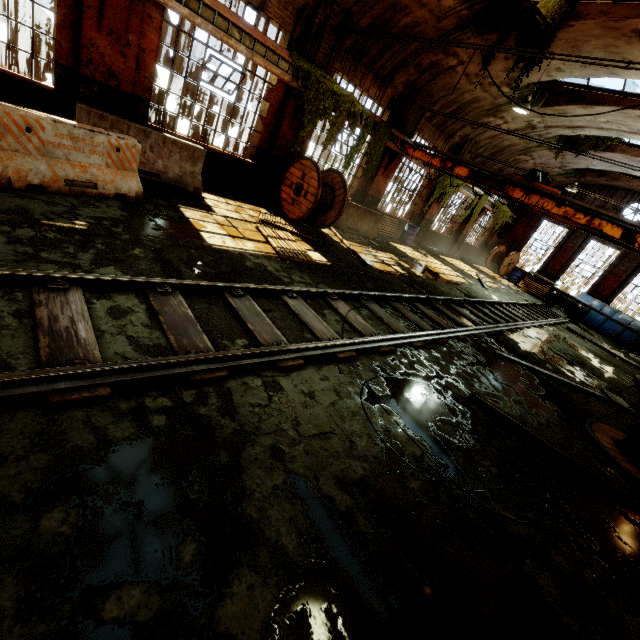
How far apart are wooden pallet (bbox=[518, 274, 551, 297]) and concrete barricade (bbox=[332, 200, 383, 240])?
14.0m

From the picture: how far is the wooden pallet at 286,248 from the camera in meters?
7.0 m

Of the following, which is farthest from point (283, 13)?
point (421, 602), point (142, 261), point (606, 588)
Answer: point (606, 588)

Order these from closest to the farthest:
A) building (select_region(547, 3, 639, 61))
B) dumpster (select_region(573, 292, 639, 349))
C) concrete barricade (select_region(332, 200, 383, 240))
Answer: building (select_region(547, 3, 639, 61)) < concrete barricade (select_region(332, 200, 383, 240)) < dumpster (select_region(573, 292, 639, 349))

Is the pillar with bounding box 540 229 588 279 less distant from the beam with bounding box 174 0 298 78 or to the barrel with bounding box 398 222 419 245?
the barrel with bounding box 398 222 419 245

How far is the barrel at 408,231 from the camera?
16.2m

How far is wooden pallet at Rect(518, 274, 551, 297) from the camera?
20.9 meters

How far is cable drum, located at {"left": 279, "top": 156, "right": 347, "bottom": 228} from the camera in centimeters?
945cm
